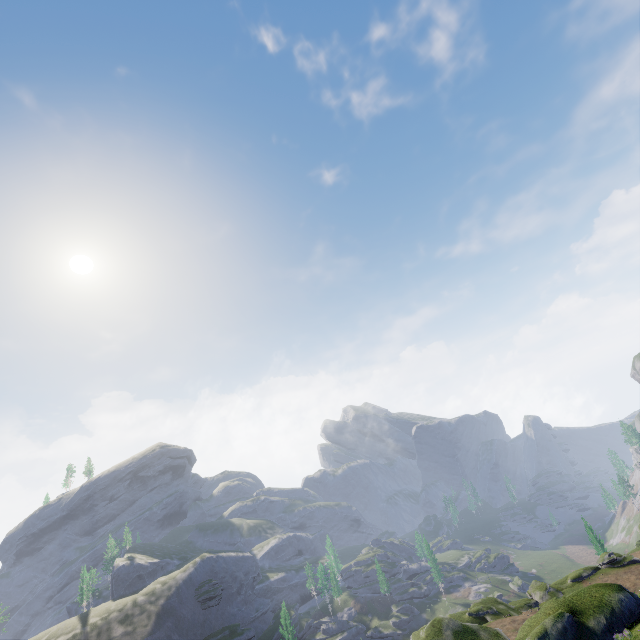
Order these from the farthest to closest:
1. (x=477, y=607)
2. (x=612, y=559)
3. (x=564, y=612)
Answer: (x=612, y=559), (x=477, y=607), (x=564, y=612)
